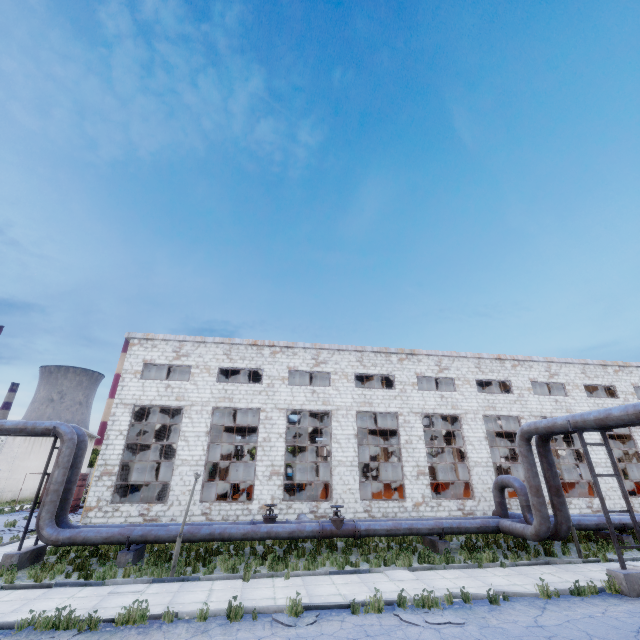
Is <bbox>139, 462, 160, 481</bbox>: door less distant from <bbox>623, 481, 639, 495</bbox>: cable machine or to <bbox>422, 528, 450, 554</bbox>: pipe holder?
<bbox>422, 528, 450, 554</bbox>: pipe holder

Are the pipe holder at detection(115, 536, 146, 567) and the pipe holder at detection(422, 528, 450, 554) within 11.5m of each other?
no

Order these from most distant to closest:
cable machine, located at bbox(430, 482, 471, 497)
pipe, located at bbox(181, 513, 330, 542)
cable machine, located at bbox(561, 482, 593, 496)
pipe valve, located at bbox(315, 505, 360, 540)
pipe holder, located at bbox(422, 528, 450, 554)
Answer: cable machine, located at bbox(561, 482, 593, 496)
cable machine, located at bbox(430, 482, 471, 497)
pipe holder, located at bbox(422, 528, 450, 554)
pipe valve, located at bbox(315, 505, 360, 540)
pipe, located at bbox(181, 513, 330, 542)

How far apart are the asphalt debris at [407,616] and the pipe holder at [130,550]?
10.2m

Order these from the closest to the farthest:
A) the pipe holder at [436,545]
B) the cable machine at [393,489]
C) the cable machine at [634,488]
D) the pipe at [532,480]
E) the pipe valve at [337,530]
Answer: the pipe at [532,480] < the pipe valve at [337,530] < the pipe holder at [436,545] < the cable machine at [393,489] < the cable machine at [634,488]

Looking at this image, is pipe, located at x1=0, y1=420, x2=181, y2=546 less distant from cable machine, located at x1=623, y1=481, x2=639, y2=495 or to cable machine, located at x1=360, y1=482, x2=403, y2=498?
cable machine, located at x1=360, y1=482, x2=403, y2=498

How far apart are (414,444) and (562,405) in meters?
12.2

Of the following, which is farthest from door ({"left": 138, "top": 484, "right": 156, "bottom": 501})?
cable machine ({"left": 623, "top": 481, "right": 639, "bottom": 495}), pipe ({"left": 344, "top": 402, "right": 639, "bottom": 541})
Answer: cable machine ({"left": 623, "top": 481, "right": 639, "bottom": 495})
